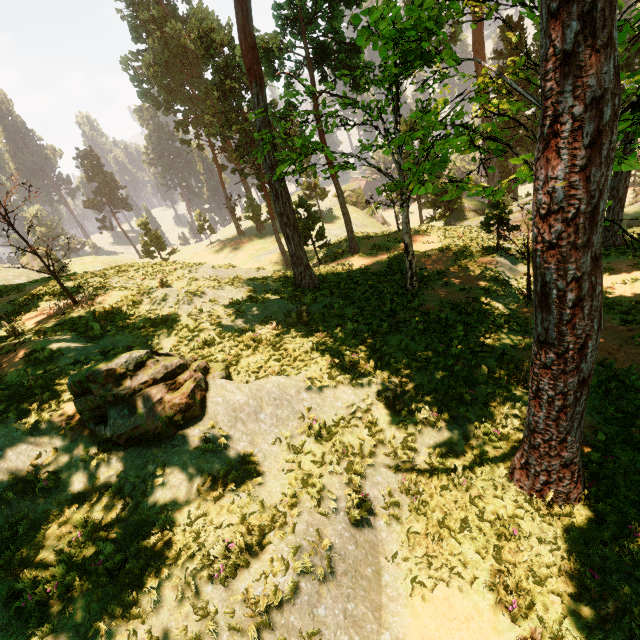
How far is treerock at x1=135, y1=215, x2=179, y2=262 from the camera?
44.50m

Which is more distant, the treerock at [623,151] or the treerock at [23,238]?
the treerock at [23,238]

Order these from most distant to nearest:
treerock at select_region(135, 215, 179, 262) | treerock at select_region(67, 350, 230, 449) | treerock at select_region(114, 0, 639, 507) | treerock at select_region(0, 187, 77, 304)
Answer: treerock at select_region(135, 215, 179, 262) → treerock at select_region(0, 187, 77, 304) → treerock at select_region(67, 350, 230, 449) → treerock at select_region(114, 0, 639, 507)

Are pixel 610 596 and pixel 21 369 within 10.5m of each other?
no

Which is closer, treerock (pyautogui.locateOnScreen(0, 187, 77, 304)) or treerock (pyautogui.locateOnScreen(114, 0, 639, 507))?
treerock (pyautogui.locateOnScreen(114, 0, 639, 507))

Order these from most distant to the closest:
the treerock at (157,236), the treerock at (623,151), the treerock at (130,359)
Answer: the treerock at (157,236) < the treerock at (130,359) < the treerock at (623,151)
